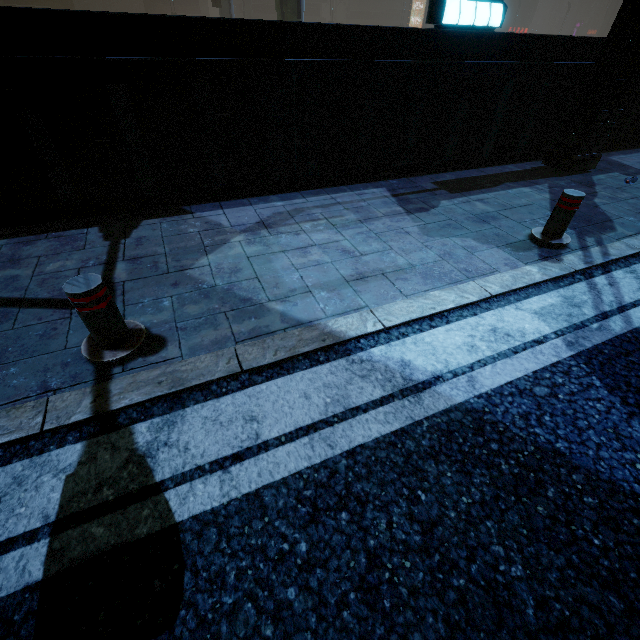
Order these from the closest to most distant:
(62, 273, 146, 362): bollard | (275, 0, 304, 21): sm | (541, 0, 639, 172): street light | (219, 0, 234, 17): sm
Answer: (62, 273, 146, 362): bollard
(541, 0, 639, 172): street light
(275, 0, 304, 21): sm
(219, 0, 234, 17): sm

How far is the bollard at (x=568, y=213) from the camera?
3.7 meters

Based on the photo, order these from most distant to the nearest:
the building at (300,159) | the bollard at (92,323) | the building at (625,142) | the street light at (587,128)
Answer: the building at (625,142)
the street light at (587,128)
the building at (300,159)
the bollard at (92,323)

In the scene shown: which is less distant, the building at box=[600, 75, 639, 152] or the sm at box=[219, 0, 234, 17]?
the building at box=[600, 75, 639, 152]

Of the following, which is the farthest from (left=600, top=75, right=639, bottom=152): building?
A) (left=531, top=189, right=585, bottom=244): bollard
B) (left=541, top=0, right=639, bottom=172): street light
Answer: (left=531, top=189, right=585, bottom=244): bollard

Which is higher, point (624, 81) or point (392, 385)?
point (624, 81)

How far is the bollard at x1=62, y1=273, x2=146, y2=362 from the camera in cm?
213

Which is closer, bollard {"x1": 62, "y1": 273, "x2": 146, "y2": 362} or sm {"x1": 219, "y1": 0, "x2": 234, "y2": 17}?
bollard {"x1": 62, "y1": 273, "x2": 146, "y2": 362}
